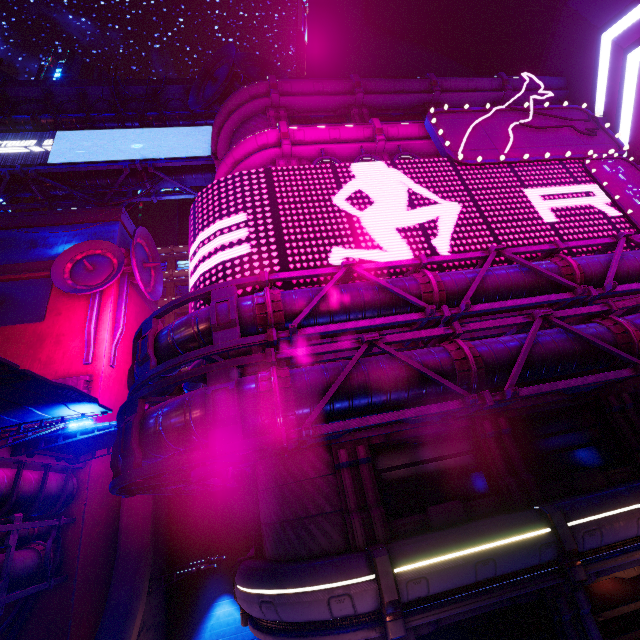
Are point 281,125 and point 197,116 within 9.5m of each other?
no

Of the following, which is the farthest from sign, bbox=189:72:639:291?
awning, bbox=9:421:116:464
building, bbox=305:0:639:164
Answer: awning, bbox=9:421:116:464

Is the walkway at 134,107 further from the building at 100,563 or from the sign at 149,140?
the sign at 149,140

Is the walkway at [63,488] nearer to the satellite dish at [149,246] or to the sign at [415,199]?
the satellite dish at [149,246]

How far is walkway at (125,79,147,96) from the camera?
25.83m

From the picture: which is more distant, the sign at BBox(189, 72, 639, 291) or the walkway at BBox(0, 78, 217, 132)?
the walkway at BBox(0, 78, 217, 132)

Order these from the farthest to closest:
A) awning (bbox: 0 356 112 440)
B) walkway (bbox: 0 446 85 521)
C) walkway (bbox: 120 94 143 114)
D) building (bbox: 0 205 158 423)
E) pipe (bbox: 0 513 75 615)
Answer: walkway (bbox: 120 94 143 114) → building (bbox: 0 205 158 423) → walkway (bbox: 0 446 85 521) → pipe (bbox: 0 513 75 615) → awning (bbox: 0 356 112 440)
